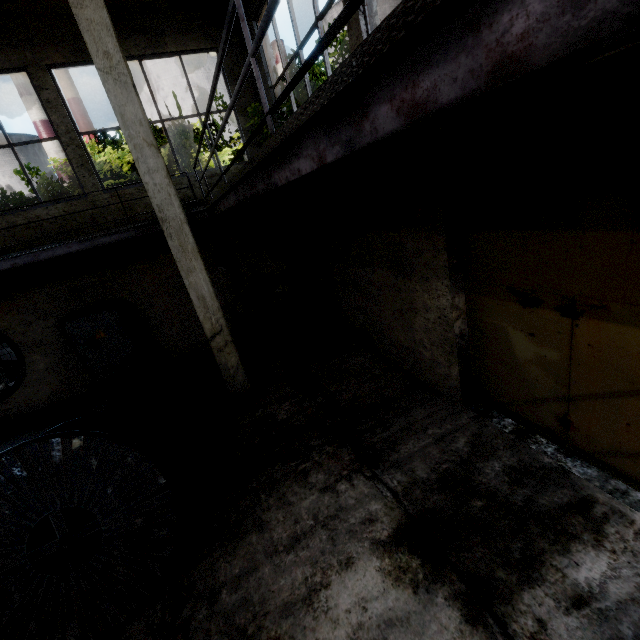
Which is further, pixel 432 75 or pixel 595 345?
A: pixel 595 345

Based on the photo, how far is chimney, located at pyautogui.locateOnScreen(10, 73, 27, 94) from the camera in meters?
59.2 m

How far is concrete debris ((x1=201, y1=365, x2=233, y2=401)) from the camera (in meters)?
7.37

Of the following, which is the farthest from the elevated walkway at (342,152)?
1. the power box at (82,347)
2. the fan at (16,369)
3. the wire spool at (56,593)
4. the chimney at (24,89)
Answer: the chimney at (24,89)

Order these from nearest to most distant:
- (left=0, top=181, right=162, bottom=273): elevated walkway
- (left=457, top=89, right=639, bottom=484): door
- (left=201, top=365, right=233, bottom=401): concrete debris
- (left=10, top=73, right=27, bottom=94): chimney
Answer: (left=457, top=89, right=639, bottom=484): door, (left=0, top=181, right=162, bottom=273): elevated walkway, (left=201, top=365, right=233, bottom=401): concrete debris, (left=10, top=73, right=27, bottom=94): chimney

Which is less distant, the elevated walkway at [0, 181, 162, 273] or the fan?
the elevated walkway at [0, 181, 162, 273]

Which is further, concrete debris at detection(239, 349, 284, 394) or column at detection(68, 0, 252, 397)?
concrete debris at detection(239, 349, 284, 394)

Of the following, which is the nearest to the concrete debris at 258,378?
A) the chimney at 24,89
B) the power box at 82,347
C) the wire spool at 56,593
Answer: the power box at 82,347
